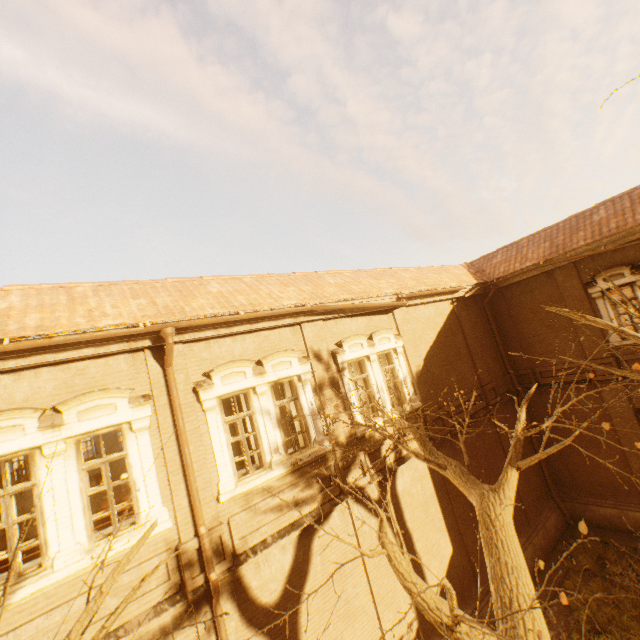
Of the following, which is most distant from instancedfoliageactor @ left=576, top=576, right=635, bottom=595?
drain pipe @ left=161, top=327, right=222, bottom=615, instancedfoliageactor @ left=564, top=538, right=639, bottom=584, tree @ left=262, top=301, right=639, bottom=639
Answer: drain pipe @ left=161, top=327, right=222, bottom=615

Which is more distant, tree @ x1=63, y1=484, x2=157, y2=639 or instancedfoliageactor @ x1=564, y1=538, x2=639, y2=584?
instancedfoliageactor @ x1=564, y1=538, x2=639, y2=584

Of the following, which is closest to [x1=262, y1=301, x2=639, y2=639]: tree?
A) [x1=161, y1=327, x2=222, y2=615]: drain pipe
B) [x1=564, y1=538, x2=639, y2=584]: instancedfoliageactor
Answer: [x1=161, y1=327, x2=222, y2=615]: drain pipe

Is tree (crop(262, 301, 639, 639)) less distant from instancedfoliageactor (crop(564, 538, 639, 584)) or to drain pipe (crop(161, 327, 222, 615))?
drain pipe (crop(161, 327, 222, 615))

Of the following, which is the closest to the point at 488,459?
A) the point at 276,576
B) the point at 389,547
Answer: the point at 276,576

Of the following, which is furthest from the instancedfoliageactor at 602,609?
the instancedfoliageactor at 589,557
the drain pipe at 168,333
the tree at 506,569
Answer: the drain pipe at 168,333

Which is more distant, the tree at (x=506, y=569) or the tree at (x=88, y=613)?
the tree at (x=506, y=569)

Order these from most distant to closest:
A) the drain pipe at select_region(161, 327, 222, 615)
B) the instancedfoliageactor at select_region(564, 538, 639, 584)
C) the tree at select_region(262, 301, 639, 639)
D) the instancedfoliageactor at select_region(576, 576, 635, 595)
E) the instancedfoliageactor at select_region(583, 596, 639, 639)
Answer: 1. the instancedfoliageactor at select_region(564, 538, 639, 584)
2. the instancedfoliageactor at select_region(576, 576, 635, 595)
3. the instancedfoliageactor at select_region(583, 596, 639, 639)
4. the drain pipe at select_region(161, 327, 222, 615)
5. the tree at select_region(262, 301, 639, 639)
